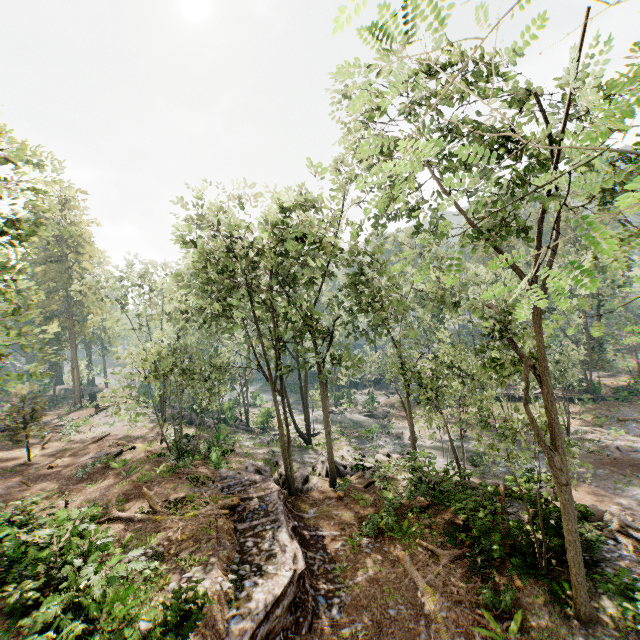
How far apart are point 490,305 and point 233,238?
12.8 meters

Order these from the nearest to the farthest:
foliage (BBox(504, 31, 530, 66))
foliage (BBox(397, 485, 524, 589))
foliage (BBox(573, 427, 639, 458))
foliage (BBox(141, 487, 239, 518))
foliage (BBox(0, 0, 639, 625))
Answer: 1. foliage (BBox(504, 31, 530, 66))
2. foliage (BBox(0, 0, 639, 625))
3. foliage (BBox(397, 485, 524, 589))
4. foliage (BBox(141, 487, 239, 518))
5. foliage (BBox(573, 427, 639, 458))

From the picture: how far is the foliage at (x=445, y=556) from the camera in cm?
1223

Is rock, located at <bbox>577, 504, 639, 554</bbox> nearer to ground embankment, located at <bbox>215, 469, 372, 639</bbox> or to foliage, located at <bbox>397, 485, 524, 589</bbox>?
foliage, located at <bbox>397, 485, 524, 589</bbox>

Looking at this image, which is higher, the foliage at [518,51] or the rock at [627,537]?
the foliage at [518,51]

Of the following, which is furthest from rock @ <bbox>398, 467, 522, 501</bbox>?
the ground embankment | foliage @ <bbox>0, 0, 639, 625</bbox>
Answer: the ground embankment
